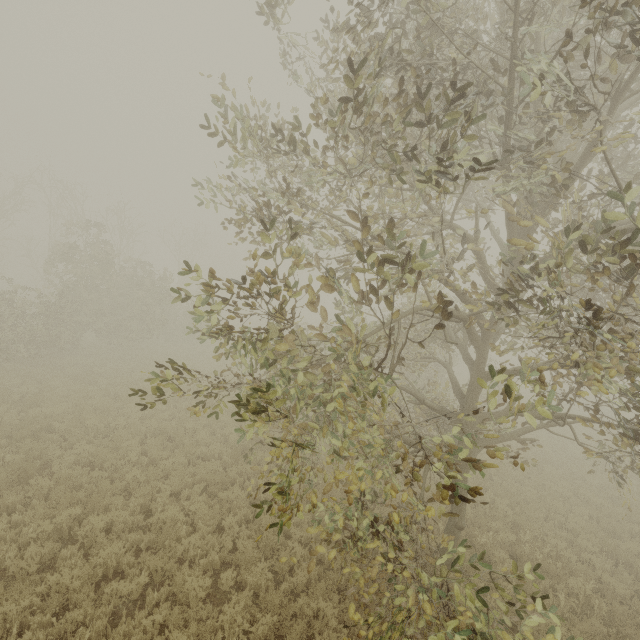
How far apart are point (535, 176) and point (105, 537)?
11.14m
